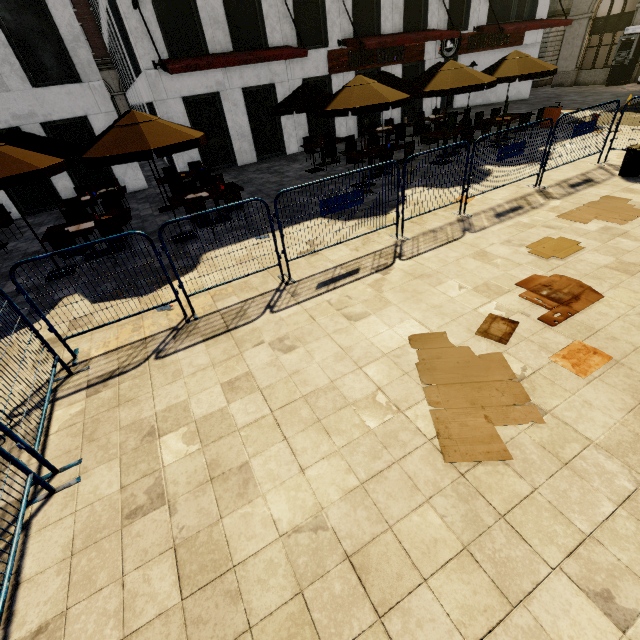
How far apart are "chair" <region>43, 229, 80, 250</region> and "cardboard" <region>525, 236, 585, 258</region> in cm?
952

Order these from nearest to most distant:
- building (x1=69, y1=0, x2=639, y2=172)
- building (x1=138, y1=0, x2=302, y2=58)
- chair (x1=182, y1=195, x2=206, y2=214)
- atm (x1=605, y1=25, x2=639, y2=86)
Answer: chair (x1=182, y1=195, x2=206, y2=214), building (x1=138, y1=0, x2=302, y2=58), building (x1=69, y1=0, x2=639, y2=172), atm (x1=605, y1=25, x2=639, y2=86)

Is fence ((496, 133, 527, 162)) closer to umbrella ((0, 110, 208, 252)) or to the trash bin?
umbrella ((0, 110, 208, 252))

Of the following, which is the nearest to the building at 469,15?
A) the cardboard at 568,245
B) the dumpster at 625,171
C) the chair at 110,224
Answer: the chair at 110,224

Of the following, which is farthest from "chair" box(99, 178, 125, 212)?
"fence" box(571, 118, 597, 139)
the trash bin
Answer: the trash bin

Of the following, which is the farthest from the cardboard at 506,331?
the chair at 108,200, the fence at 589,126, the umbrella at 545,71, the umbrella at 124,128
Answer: the chair at 108,200

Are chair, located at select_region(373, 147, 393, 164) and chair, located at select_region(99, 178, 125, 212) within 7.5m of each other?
no

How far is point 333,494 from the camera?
2.96m
